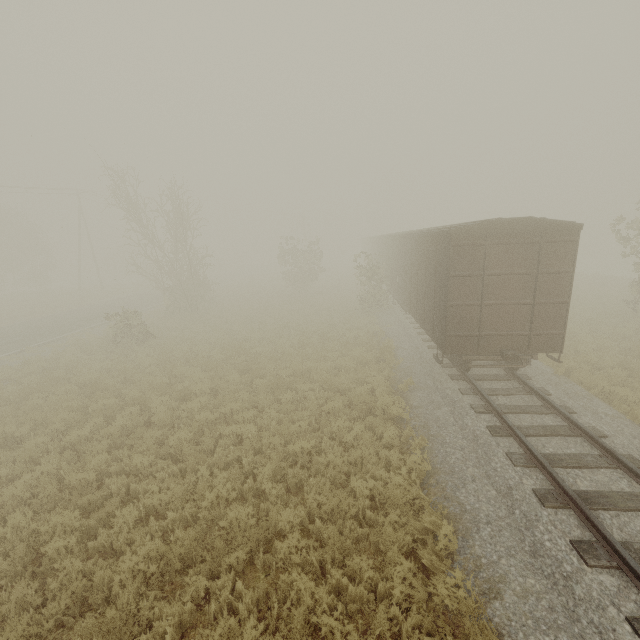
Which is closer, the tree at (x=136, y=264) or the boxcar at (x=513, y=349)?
the boxcar at (x=513, y=349)

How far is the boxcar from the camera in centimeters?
878cm

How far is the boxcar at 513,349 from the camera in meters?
8.8

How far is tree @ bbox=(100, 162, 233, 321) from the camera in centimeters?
2083cm

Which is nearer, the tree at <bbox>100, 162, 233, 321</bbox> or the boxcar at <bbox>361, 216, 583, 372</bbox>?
the boxcar at <bbox>361, 216, 583, 372</bbox>

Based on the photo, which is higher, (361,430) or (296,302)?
(296,302)
